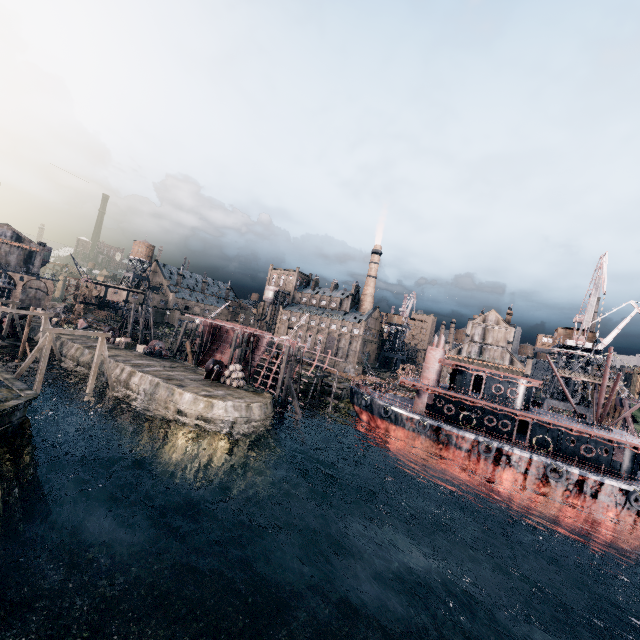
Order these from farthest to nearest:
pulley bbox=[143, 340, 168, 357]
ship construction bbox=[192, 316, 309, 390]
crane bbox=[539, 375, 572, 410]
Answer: ship construction bbox=[192, 316, 309, 390]
pulley bbox=[143, 340, 168, 357]
crane bbox=[539, 375, 572, 410]

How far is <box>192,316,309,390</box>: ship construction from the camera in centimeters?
4994cm

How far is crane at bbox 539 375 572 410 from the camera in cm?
4753

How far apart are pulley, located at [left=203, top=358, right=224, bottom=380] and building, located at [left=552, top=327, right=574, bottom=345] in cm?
5193

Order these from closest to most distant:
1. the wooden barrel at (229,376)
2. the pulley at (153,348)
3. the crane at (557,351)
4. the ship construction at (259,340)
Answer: the wooden barrel at (229,376)
the crane at (557,351)
the pulley at (153,348)
the ship construction at (259,340)

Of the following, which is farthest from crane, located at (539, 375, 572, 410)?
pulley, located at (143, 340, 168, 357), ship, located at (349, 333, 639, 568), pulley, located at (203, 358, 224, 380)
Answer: pulley, located at (143, 340, 168, 357)

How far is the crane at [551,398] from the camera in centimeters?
4753cm

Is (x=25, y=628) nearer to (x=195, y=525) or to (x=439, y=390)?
(x=195, y=525)
